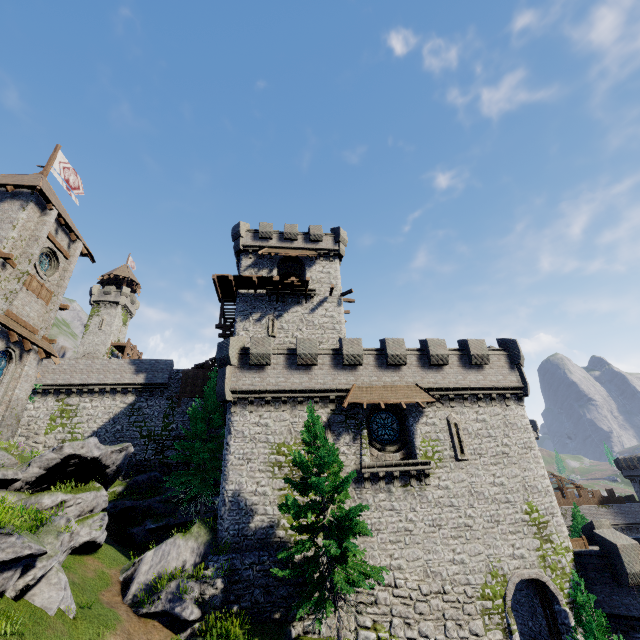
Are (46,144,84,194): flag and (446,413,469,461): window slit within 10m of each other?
no

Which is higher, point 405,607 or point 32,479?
point 32,479

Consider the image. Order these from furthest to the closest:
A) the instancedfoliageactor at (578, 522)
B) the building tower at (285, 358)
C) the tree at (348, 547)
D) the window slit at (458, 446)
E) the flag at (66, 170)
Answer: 1. the instancedfoliageactor at (578, 522)
2. the flag at (66, 170)
3. the window slit at (458, 446)
4. the building tower at (285, 358)
5. the tree at (348, 547)

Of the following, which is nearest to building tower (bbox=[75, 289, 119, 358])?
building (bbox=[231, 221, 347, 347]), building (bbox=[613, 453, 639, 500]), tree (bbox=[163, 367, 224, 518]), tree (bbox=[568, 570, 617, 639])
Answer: tree (bbox=[163, 367, 224, 518])

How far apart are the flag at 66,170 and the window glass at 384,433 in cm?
3150

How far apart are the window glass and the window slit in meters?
2.8

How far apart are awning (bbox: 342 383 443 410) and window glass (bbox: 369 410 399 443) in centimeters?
132cm

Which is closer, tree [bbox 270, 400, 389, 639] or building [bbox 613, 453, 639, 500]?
tree [bbox 270, 400, 389, 639]
